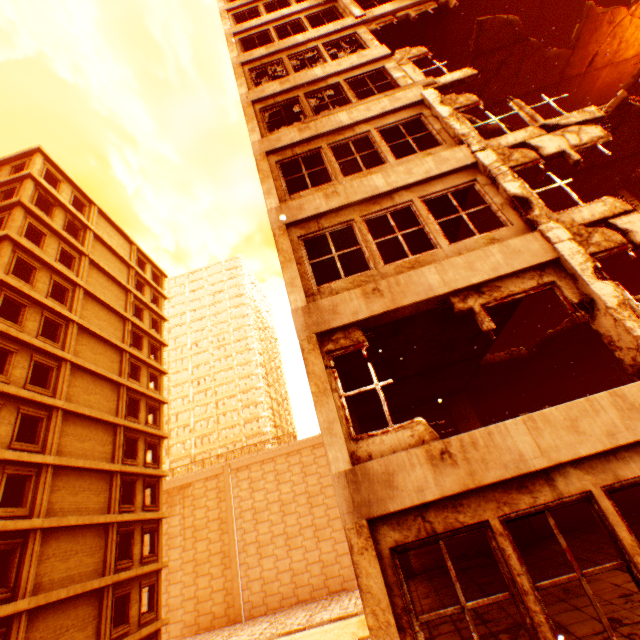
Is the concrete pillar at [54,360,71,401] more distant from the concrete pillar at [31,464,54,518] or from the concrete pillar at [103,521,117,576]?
the concrete pillar at [103,521,117,576]

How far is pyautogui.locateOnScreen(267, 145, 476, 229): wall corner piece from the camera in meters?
7.4

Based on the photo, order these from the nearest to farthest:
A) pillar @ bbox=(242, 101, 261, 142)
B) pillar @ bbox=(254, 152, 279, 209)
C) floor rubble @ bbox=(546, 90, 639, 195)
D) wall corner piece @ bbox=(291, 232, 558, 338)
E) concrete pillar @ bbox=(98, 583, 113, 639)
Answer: wall corner piece @ bbox=(291, 232, 558, 338) < pillar @ bbox=(254, 152, 279, 209) < pillar @ bbox=(242, 101, 261, 142) < floor rubble @ bbox=(546, 90, 639, 195) < concrete pillar @ bbox=(98, 583, 113, 639)

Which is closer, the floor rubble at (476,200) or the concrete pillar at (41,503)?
the floor rubble at (476,200)

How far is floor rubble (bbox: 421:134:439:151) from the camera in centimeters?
1307cm

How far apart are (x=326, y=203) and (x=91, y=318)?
23.28m

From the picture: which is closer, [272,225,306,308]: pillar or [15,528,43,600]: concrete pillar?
[272,225,306,308]: pillar

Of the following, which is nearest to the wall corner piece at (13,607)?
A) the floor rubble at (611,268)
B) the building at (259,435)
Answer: the floor rubble at (611,268)
